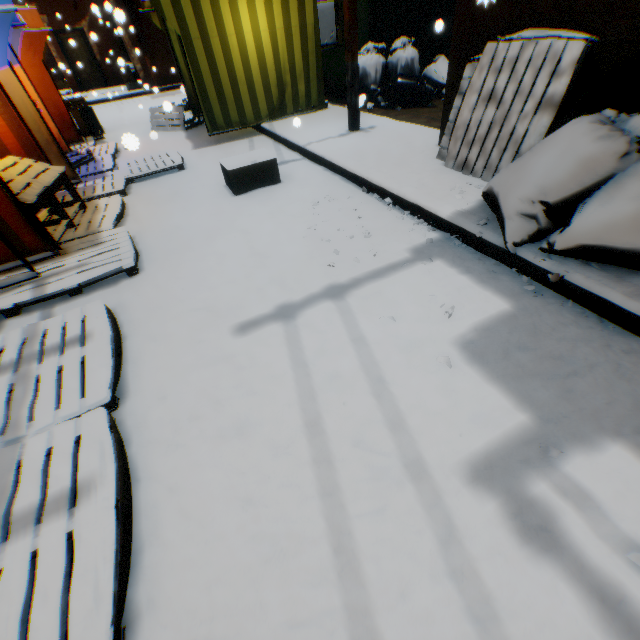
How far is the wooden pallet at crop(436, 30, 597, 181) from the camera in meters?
2.8 m

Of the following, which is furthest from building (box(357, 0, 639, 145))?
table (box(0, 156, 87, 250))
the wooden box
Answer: the wooden box

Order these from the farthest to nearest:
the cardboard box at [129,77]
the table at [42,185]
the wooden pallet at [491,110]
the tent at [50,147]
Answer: the cardboard box at [129,77] → the tent at [50,147] → the table at [42,185] → the wooden pallet at [491,110]

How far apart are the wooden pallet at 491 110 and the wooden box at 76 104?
9.87m

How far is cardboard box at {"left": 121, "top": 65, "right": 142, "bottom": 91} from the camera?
15.4 meters

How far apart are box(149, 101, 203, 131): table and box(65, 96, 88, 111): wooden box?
1.8m

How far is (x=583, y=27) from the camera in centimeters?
278cm

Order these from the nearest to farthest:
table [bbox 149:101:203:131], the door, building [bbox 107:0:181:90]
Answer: table [bbox 149:101:203:131] < building [bbox 107:0:181:90] < the door
